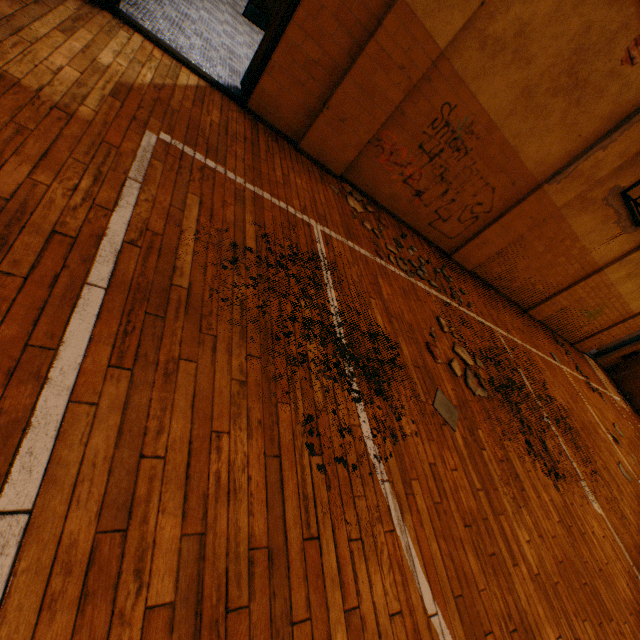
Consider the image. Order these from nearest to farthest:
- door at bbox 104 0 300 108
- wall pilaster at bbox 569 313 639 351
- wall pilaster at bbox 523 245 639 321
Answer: door at bbox 104 0 300 108, wall pilaster at bbox 523 245 639 321, wall pilaster at bbox 569 313 639 351

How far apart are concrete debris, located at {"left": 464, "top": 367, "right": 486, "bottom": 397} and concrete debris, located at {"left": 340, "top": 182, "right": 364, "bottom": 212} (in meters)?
2.49

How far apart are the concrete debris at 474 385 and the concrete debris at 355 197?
2.49m

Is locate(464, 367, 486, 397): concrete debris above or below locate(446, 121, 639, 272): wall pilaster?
below

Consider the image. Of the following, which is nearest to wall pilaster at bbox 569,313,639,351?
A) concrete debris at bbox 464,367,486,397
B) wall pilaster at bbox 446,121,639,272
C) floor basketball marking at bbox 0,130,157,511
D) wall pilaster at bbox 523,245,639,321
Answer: floor basketball marking at bbox 0,130,157,511

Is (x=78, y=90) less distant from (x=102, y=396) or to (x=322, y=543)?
(x=102, y=396)

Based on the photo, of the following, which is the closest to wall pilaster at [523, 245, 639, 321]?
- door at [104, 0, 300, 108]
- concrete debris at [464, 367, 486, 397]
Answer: concrete debris at [464, 367, 486, 397]

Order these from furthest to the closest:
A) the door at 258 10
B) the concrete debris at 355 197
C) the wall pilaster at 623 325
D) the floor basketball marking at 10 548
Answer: the wall pilaster at 623 325 < the concrete debris at 355 197 < the door at 258 10 < the floor basketball marking at 10 548
